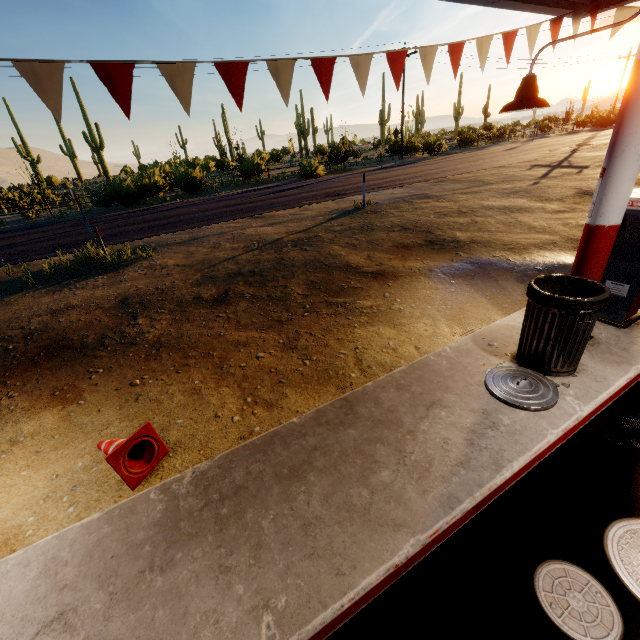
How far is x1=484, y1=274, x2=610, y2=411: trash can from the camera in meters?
3.0 m

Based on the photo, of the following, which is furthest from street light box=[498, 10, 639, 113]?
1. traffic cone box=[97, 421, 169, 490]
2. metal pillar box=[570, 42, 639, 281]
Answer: traffic cone box=[97, 421, 169, 490]

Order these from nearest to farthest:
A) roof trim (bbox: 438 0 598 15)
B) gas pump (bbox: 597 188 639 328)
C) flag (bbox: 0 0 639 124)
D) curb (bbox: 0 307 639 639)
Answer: curb (bbox: 0 307 639 639), flag (bbox: 0 0 639 124), gas pump (bbox: 597 188 639 328), roof trim (bbox: 438 0 598 15)

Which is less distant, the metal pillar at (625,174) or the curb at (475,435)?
the curb at (475,435)

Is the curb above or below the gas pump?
below

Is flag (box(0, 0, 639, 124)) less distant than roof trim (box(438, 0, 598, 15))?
Yes

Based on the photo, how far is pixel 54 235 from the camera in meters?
12.4 m

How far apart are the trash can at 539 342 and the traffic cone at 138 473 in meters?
3.2
